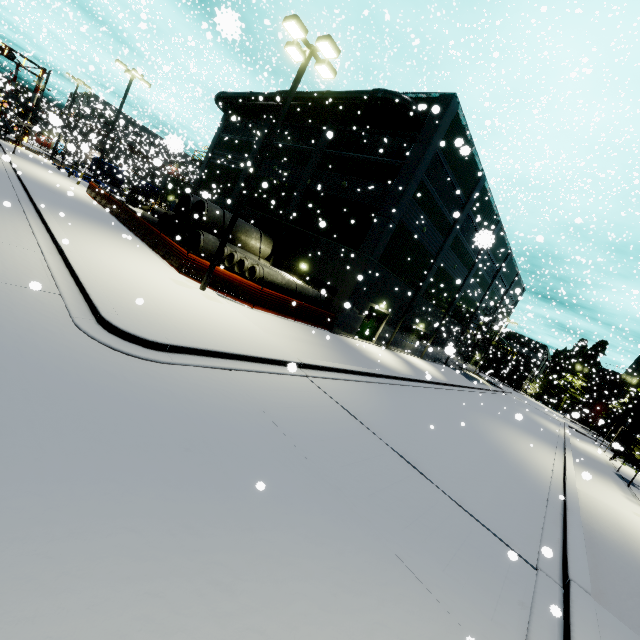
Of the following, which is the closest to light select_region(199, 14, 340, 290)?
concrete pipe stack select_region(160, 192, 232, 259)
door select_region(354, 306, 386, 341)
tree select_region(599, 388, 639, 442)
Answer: concrete pipe stack select_region(160, 192, 232, 259)

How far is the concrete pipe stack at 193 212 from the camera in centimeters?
1905cm

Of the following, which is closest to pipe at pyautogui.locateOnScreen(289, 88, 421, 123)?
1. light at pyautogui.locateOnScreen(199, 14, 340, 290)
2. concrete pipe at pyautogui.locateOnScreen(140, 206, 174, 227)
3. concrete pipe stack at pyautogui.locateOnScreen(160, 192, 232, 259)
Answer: concrete pipe stack at pyautogui.locateOnScreen(160, 192, 232, 259)

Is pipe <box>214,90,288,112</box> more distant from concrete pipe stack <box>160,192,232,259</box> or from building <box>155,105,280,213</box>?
concrete pipe stack <box>160,192,232,259</box>

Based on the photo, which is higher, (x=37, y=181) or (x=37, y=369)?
(x=37, y=181)

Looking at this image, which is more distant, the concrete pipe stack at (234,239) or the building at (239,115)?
the building at (239,115)

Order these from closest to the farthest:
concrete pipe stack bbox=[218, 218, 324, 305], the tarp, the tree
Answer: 1. concrete pipe stack bbox=[218, 218, 324, 305]
2. the tarp
3. the tree

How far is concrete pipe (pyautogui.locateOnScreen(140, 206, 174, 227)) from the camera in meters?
24.0 m
